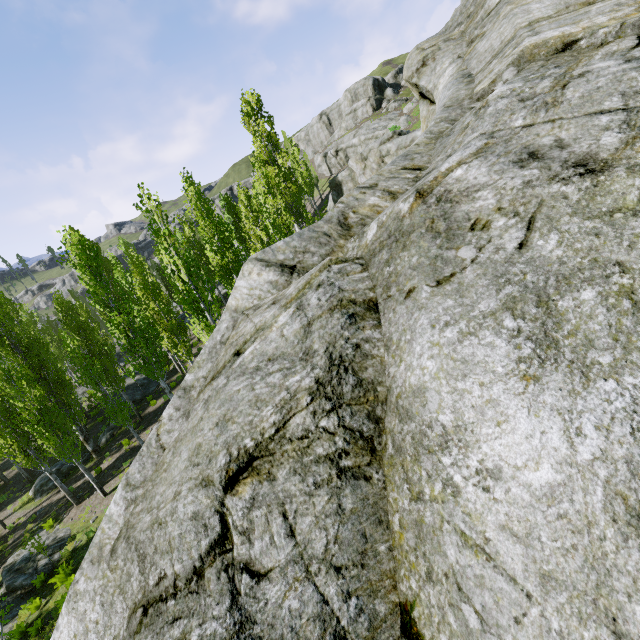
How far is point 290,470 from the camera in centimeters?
188cm

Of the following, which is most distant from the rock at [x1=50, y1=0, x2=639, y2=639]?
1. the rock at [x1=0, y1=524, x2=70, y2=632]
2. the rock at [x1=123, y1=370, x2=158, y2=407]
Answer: the rock at [x1=123, y1=370, x2=158, y2=407]

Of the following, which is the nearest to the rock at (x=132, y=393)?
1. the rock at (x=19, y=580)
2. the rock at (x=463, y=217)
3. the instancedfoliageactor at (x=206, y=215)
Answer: the instancedfoliageactor at (x=206, y=215)

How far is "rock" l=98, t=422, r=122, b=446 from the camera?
23.3m

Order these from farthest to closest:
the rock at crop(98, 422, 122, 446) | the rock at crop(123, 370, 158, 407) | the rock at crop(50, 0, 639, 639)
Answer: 1. the rock at crop(123, 370, 158, 407)
2. the rock at crop(98, 422, 122, 446)
3. the rock at crop(50, 0, 639, 639)

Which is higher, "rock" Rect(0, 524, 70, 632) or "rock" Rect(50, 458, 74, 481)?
"rock" Rect(50, 458, 74, 481)

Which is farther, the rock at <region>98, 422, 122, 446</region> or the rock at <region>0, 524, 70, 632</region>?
the rock at <region>98, 422, 122, 446</region>

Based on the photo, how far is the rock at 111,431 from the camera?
23.3 meters
